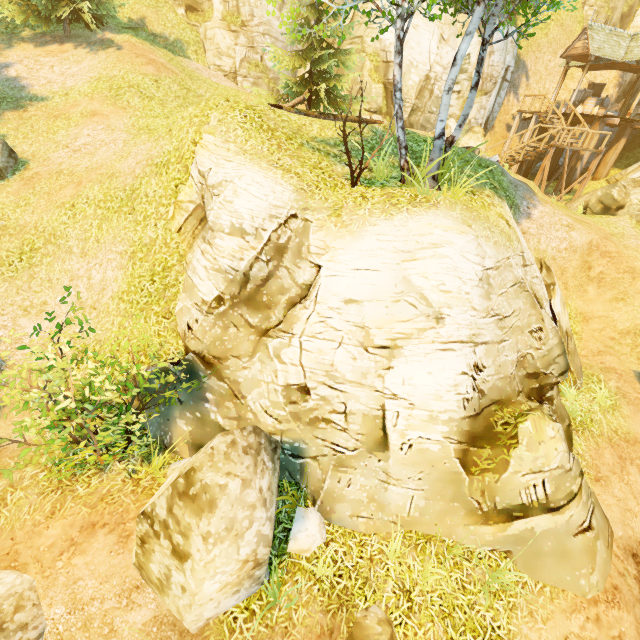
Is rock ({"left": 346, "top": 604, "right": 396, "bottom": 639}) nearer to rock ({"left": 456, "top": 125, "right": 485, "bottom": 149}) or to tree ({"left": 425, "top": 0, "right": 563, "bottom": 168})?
tree ({"left": 425, "top": 0, "right": 563, "bottom": 168})

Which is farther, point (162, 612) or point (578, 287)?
point (578, 287)

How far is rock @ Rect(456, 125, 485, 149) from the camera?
22.2 meters

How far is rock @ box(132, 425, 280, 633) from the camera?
4.15m

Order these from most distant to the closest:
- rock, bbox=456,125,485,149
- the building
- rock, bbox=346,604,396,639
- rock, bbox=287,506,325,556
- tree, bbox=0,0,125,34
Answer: rock, bbox=456,125,485,149
the building
tree, bbox=0,0,125,34
rock, bbox=287,506,325,556
rock, bbox=346,604,396,639

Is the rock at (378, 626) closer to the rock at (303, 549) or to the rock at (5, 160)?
the rock at (303, 549)

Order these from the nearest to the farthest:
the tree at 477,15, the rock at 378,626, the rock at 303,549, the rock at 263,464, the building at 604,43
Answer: the rock at 263,464, the rock at 378,626, the rock at 303,549, the tree at 477,15, the building at 604,43
